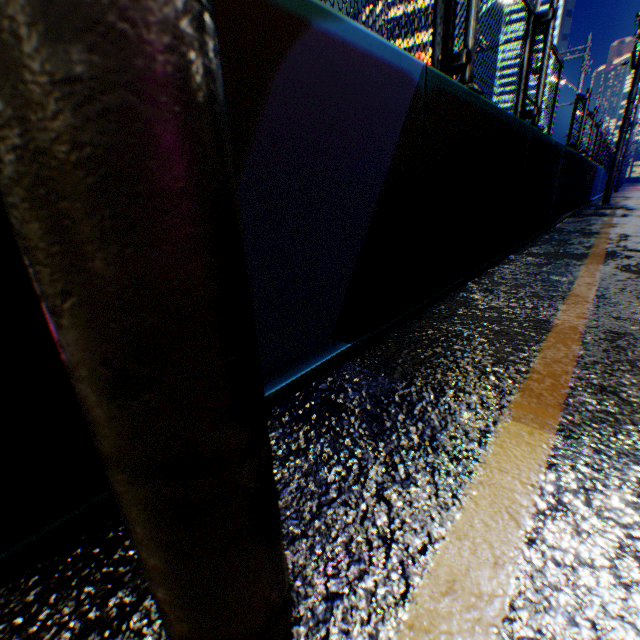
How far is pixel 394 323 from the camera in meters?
1.8

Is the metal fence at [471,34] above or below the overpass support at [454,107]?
above

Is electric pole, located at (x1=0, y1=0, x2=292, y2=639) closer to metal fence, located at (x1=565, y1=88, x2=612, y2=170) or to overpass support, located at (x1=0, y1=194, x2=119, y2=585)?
overpass support, located at (x1=0, y1=194, x2=119, y2=585)

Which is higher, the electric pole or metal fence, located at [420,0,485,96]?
metal fence, located at [420,0,485,96]

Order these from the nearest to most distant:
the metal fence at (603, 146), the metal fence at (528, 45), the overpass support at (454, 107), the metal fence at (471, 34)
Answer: the overpass support at (454, 107), the metal fence at (471, 34), the metal fence at (528, 45), the metal fence at (603, 146)

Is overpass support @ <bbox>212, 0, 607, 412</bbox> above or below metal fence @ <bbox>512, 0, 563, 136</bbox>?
below

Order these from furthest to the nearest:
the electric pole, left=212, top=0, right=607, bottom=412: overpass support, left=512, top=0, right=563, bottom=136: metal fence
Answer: left=512, top=0, right=563, bottom=136: metal fence → left=212, top=0, right=607, bottom=412: overpass support → the electric pole

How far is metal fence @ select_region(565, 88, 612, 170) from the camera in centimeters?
720cm
